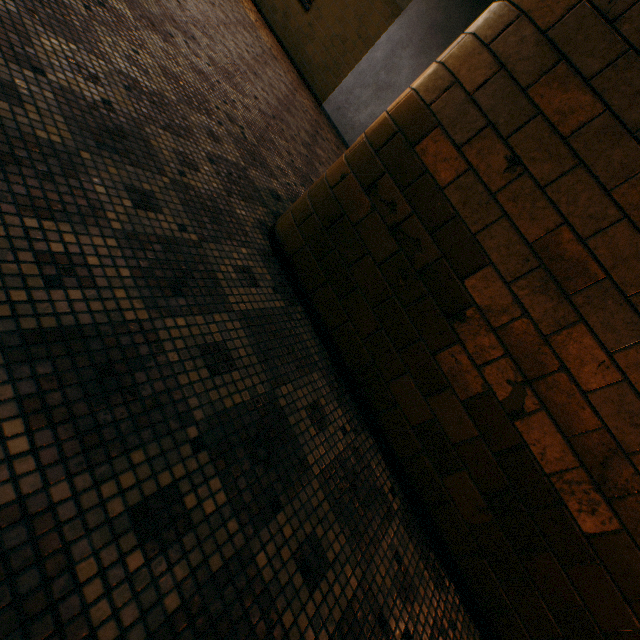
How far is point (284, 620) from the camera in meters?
1.0 m
